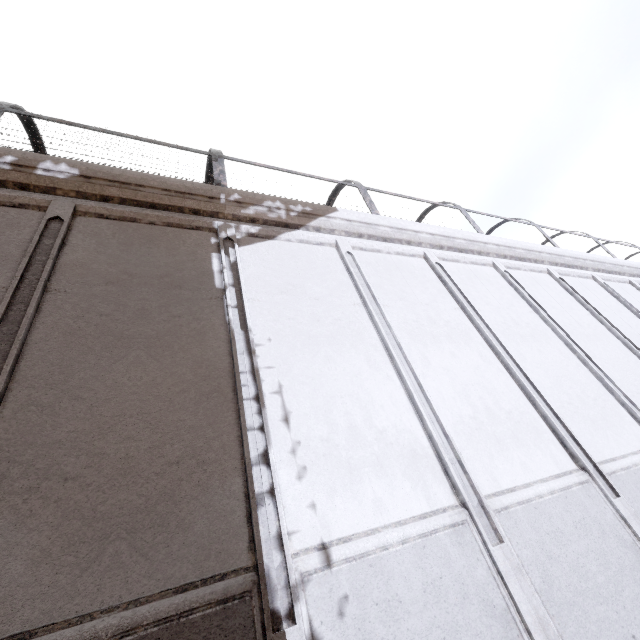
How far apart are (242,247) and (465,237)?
6.34m
